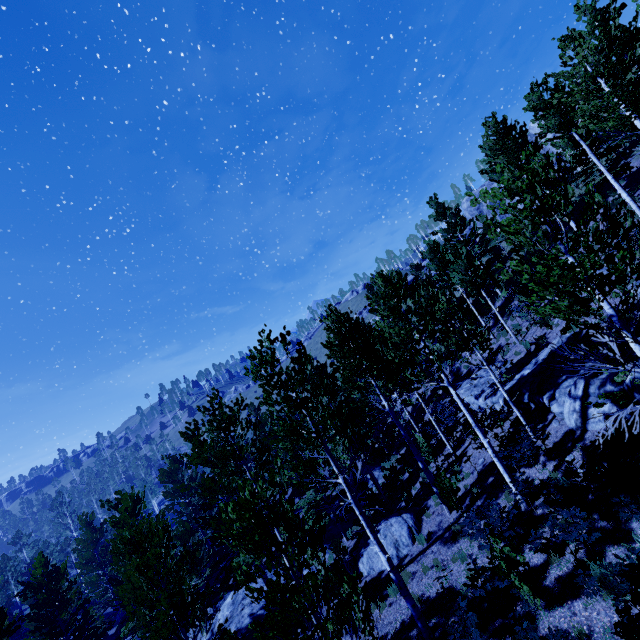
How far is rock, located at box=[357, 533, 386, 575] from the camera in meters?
13.8

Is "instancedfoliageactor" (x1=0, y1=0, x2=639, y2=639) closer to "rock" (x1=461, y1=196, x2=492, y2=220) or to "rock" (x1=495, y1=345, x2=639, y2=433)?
"rock" (x1=495, y1=345, x2=639, y2=433)

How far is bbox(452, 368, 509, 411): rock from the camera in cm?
1605

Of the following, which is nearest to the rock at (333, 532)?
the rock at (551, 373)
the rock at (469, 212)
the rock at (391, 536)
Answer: the rock at (391, 536)

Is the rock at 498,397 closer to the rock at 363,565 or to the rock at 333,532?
the rock at 363,565

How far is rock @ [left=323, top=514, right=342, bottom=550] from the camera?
20.9 meters

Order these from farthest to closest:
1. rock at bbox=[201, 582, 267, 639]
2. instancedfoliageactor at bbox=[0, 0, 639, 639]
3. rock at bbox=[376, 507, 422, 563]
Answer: rock at bbox=[201, 582, 267, 639] < rock at bbox=[376, 507, 422, 563] < instancedfoliageactor at bbox=[0, 0, 639, 639]

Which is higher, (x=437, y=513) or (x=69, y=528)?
(x=69, y=528)
